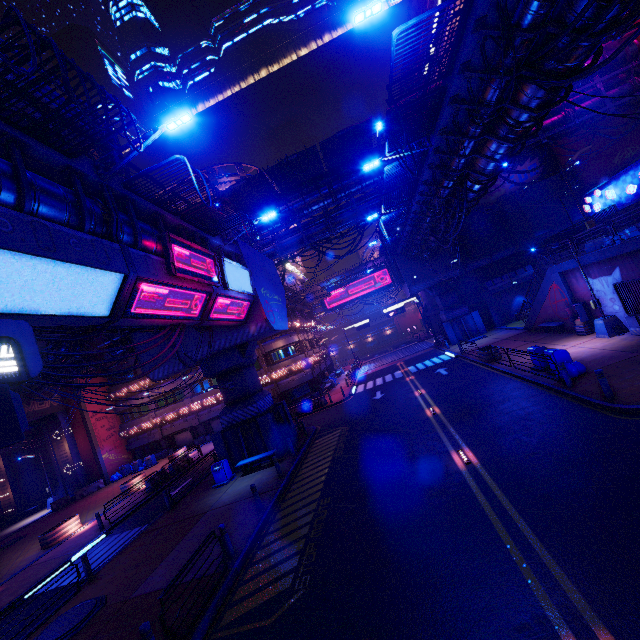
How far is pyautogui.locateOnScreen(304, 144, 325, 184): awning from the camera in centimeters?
2375cm

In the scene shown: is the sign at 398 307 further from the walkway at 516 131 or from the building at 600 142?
the building at 600 142

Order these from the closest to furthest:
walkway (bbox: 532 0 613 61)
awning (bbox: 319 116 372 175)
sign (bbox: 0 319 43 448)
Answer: sign (bbox: 0 319 43 448) → walkway (bbox: 532 0 613 61) → awning (bbox: 319 116 372 175)

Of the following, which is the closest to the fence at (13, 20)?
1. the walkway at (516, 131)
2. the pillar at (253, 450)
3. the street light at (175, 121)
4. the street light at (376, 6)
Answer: the street light at (175, 121)

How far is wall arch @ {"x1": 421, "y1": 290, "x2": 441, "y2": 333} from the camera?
55.31m

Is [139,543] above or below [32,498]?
below

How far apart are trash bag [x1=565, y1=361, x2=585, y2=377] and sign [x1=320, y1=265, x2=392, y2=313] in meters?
43.7 m

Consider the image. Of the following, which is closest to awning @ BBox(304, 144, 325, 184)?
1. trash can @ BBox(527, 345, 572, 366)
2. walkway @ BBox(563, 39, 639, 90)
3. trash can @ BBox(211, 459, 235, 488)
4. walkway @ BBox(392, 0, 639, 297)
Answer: walkway @ BBox(563, 39, 639, 90)
